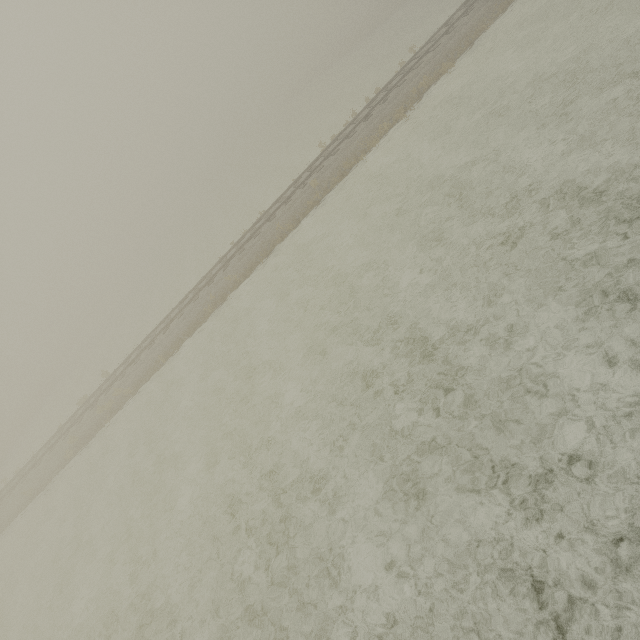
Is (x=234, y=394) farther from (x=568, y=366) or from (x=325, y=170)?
(x=325, y=170)
